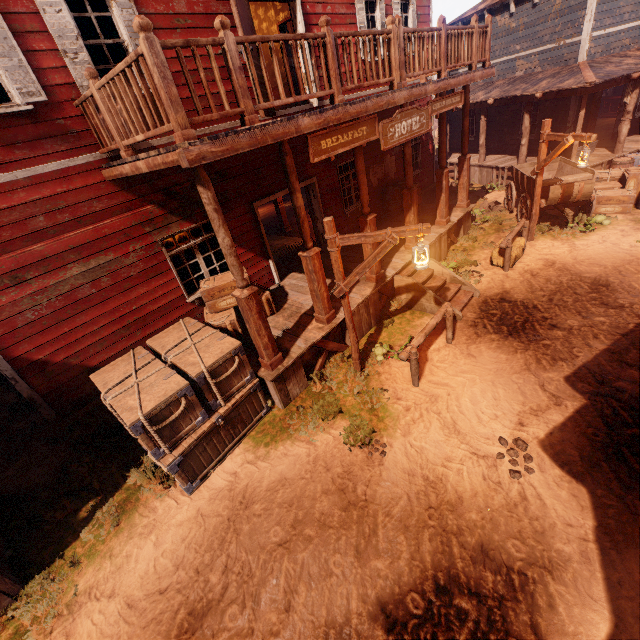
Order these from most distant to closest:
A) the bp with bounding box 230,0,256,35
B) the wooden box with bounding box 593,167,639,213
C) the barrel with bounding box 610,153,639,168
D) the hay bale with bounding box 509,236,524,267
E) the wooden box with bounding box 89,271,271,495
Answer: the barrel with bounding box 610,153,639,168, the wooden box with bounding box 593,167,639,213, the hay bale with bounding box 509,236,524,267, the bp with bounding box 230,0,256,35, the wooden box with bounding box 89,271,271,495

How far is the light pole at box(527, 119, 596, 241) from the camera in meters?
7.7 m

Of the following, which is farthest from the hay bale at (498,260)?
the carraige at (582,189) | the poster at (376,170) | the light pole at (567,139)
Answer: the poster at (376,170)

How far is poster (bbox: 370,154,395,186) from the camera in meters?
Answer: 11.4

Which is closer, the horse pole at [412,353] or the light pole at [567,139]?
the horse pole at [412,353]

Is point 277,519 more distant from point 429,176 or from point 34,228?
point 429,176

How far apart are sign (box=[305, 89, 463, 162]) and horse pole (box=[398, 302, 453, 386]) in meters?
3.3

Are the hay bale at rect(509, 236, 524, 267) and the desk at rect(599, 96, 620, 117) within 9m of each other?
no
